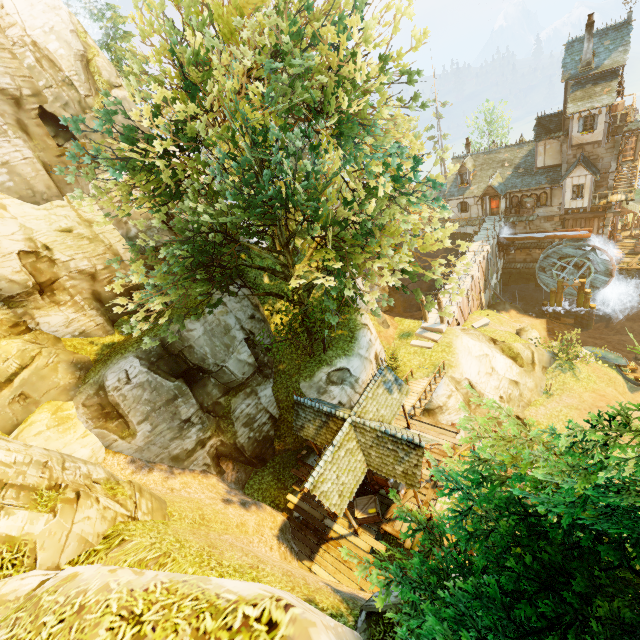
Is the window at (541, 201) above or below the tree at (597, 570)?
below

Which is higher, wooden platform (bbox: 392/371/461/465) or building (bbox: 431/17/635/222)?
building (bbox: 431/17/635/222)

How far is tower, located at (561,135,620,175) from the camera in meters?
27.7 m

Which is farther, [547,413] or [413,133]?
[547,413]

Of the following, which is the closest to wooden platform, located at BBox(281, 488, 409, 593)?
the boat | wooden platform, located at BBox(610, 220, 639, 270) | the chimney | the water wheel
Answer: the boat

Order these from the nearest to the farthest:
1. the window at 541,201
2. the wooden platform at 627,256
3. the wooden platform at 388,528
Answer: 1. the wooden platform at 388,528
2. the wooden platform at 627,256
3. the window at 541,201

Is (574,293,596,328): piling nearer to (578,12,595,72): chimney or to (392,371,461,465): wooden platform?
(578,12,595,72): chimney

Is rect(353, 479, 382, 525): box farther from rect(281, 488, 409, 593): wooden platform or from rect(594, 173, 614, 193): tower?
rect(594, 173, 614, 193): tower
